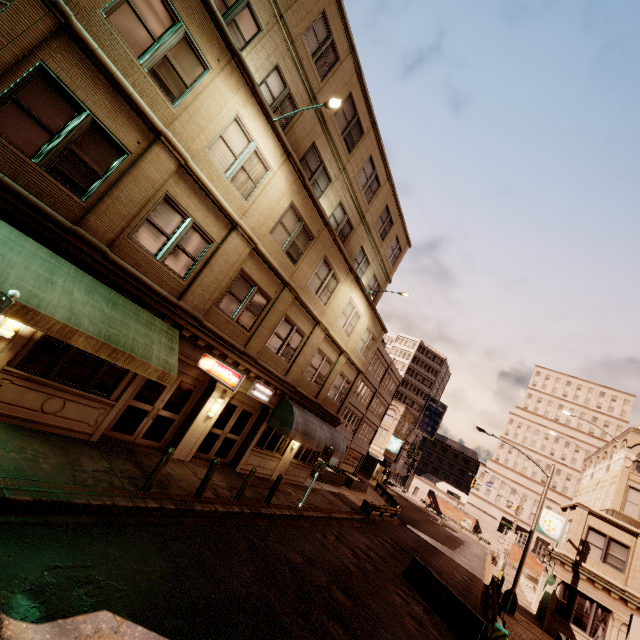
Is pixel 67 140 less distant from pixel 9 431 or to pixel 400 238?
pixel 9 431

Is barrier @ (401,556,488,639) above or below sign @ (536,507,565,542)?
below

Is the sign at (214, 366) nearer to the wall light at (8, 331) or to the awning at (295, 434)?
the wall light at (8, 331)

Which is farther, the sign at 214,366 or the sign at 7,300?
the sign at 214,366

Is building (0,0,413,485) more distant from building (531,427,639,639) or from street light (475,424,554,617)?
building (531,427,639,639)

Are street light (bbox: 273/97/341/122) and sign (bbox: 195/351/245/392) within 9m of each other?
yes

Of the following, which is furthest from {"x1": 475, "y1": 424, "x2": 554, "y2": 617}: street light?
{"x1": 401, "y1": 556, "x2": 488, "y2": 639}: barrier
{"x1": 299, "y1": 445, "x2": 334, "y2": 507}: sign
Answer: {"x1": 299, "y1": 445, "x2": 334, "y2": 507}: sign

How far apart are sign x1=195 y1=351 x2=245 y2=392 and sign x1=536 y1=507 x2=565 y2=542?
28.0 meters
